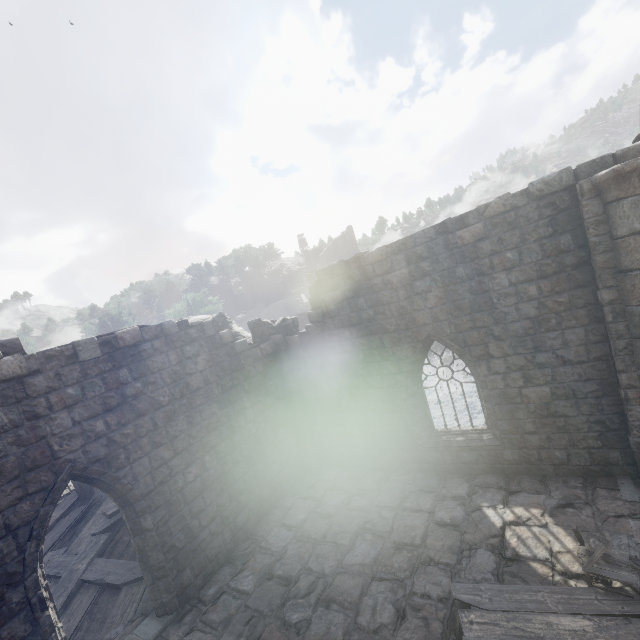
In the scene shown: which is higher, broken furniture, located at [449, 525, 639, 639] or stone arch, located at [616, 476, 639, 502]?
broken furniture, located at [449, 525, 639, 639]

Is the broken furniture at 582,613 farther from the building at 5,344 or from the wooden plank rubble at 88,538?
the wooden plank rubble at 88,538

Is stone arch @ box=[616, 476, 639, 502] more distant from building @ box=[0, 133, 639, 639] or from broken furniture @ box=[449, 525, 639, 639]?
broken furniture @ box=[449, 525, 639, 639]

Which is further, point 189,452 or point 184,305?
point 184,305

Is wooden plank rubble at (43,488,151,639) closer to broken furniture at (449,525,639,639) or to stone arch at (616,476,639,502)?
broken furniture at (449,525,639,639)

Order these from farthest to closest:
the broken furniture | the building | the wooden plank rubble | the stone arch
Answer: the wooden plank rubble
the stone arch
the building
the broken furniture

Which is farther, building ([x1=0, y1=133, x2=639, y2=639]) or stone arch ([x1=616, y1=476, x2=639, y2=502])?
stone arch ([x1=616, y1=476, x2=639, y2=502])

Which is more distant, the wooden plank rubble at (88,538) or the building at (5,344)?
the wooden plank rubble at (88,538)
